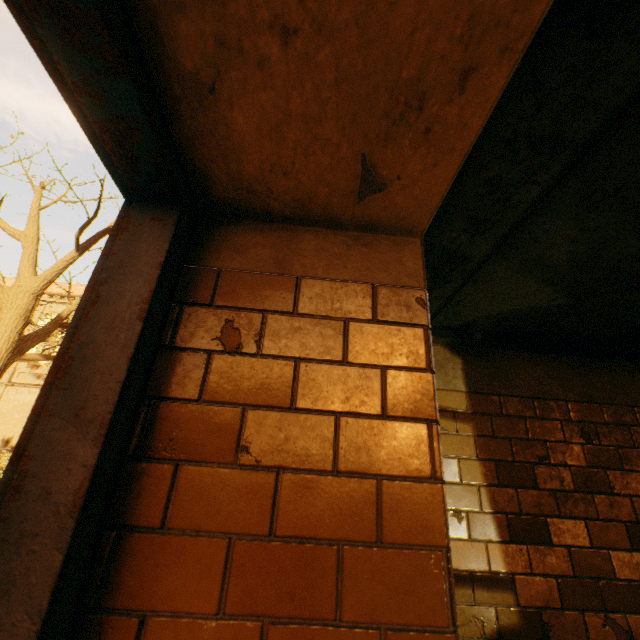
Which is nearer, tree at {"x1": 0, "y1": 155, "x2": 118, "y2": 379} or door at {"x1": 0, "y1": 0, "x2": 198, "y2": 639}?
door at {"x1": 0, "y1": 0, "x2": 198, "y2": 639}

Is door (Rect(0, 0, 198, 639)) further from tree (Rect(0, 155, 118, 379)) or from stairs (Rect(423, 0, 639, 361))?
tree (Rect(0, 155, 118, 379))

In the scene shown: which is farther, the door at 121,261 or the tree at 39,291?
the tree at 39,291

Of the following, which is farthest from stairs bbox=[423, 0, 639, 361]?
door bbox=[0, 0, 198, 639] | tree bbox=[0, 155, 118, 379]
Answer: tree bbox=[0, 155, 118, 379]

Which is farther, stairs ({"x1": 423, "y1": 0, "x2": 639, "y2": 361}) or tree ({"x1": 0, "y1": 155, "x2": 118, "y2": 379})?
tree ({"x1": 0, "y1": 155, "x2": 118, "y2": 379})

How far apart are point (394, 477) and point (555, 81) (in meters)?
1.09

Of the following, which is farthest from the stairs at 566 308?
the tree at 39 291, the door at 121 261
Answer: the tree at 39 291
